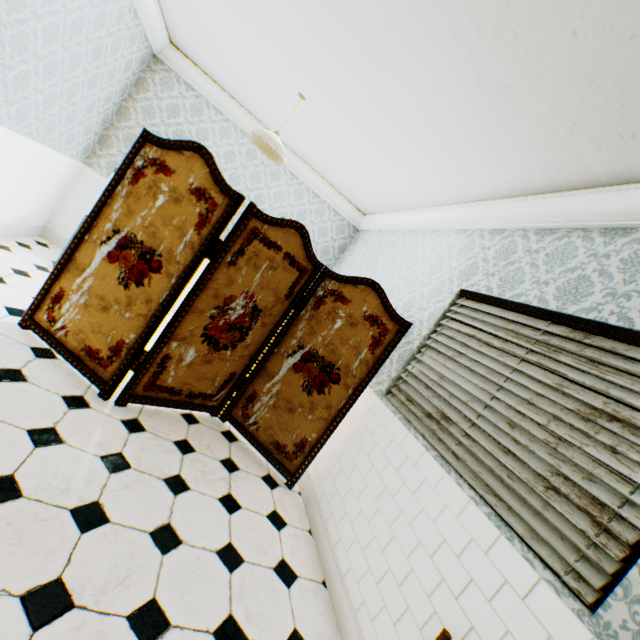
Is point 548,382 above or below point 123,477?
above

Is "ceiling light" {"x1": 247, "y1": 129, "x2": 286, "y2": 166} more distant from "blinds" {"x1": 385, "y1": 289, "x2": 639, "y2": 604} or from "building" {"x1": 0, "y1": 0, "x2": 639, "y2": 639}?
"blinds" {"x1": 385, "y1": 289, "x2": 639, "y2": 604}

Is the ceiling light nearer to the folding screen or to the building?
the building

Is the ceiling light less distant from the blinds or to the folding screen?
the folding screen

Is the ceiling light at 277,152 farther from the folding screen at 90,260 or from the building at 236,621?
the folding screen at 90,260

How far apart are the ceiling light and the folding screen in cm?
101

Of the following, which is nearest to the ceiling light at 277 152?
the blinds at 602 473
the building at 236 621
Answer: the building at 236 621

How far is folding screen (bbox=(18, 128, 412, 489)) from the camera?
2.4m
